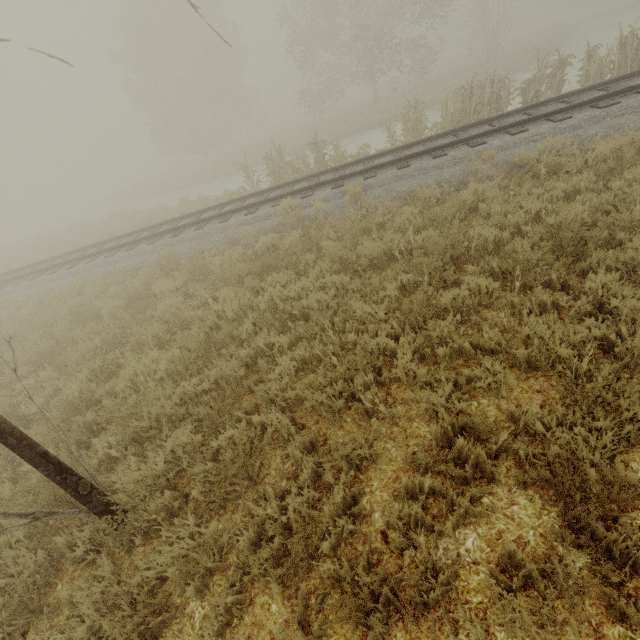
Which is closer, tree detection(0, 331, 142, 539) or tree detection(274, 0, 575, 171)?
tree detection(0, 331, 142, 539)

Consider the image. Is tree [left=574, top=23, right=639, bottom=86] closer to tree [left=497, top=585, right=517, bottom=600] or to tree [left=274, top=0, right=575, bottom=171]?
tree [left=497, top=585, right=517, bottom=600]

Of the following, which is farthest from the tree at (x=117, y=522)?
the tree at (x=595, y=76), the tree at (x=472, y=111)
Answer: the tree at (x=472, y=111)

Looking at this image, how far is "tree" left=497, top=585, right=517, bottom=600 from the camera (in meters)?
1.98

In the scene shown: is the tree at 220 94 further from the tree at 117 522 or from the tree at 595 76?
the tree at 117 522

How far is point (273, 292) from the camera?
5.90m

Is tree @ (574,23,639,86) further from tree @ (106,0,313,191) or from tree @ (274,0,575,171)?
tree @ (106,0,313,191)

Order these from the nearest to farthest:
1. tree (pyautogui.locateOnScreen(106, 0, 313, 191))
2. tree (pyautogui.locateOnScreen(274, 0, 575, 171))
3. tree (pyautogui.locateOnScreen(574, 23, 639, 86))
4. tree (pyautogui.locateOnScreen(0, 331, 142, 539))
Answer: tree (pyautogui.locateOnScreen(0, 331, 142, 539)) < tree (pyautogui.locateOnScreen(574, 23, 639, 86)) < tree (pyautogui.locateOnScreen(274, 0, 575, 171)) < tree (pyautogui.locateOnScreen(106, 0, 313, 191))
